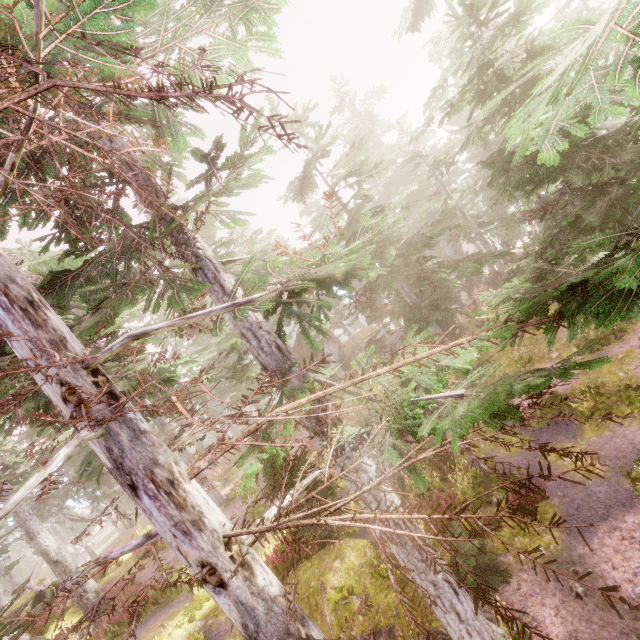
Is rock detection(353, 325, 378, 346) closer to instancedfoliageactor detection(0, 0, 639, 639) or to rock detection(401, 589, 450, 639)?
instancedfoliageactor detection(0, 0, 639, 639)

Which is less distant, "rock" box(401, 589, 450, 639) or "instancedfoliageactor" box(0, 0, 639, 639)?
"instancedfoliageactor" box(0, 0, 639, 639)

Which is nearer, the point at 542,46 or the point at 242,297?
the point at 242,297

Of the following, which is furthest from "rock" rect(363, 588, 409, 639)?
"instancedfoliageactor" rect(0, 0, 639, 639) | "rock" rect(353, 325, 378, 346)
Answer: "rock" rect(353, 325, 378, 346)

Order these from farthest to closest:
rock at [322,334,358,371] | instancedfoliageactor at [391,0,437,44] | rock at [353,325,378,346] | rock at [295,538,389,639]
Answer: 1. rock at [353,325,378,346]
2. rock at [322,334,358,371]
3. instancedfoliageactor at [391,0,437,44]
4. rock at [295,538,389,639]

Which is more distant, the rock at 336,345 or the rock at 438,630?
the rock at 336,345

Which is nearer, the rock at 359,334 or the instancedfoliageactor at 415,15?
the instancedfoliageactor at 415,15
